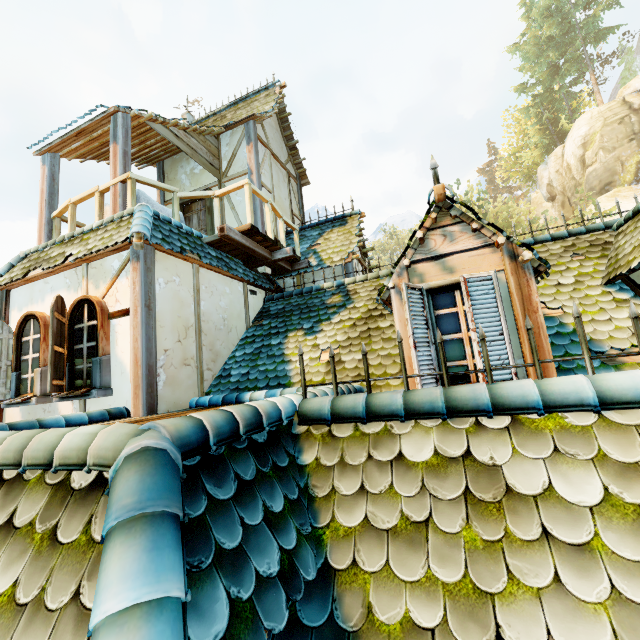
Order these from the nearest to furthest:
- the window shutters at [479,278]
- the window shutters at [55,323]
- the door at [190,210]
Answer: the window shutters at [479,278] → the window shutters at [55,323] → the door at [190,210]

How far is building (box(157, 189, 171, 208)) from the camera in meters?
9.5

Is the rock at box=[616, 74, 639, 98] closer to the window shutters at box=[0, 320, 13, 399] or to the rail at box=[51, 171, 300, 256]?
the rail at box=[51, 171, 300, 256]

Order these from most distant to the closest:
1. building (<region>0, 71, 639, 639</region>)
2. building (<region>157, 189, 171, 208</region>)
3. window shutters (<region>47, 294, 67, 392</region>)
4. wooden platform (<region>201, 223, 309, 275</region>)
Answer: building (<region>157, 189, 171, 208</region>), wooden platform (<region>201, 223, 309, 275</region>), window shutters (<region>47, 294, 67, 392</region>), building (<region>0, 71, 639, 639</region>)

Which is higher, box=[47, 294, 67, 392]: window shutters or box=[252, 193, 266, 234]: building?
box=[252, 193, 266, 234]: building

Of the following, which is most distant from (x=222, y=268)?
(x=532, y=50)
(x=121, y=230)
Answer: (x=532, y=50)

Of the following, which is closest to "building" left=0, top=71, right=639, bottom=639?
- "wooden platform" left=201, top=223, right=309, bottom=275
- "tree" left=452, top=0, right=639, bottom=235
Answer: "wooden platform" left=201, top=223, right=309, bottom=275

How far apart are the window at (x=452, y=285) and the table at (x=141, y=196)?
5.3m
